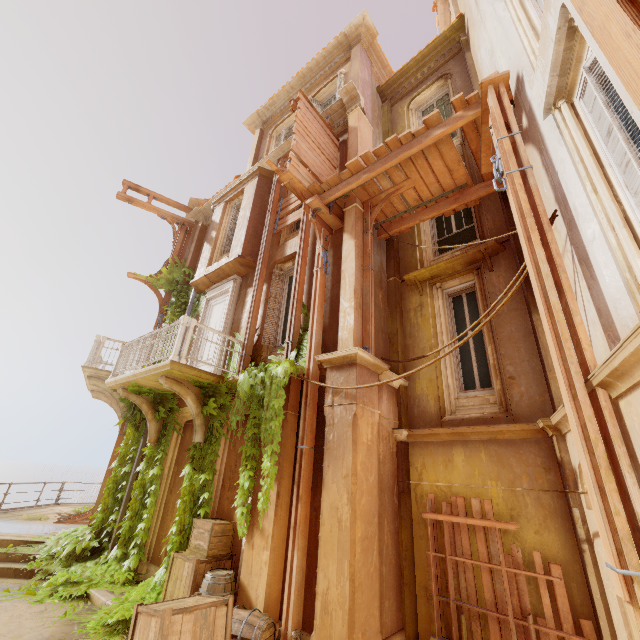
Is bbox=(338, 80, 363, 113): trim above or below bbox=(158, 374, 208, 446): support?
above

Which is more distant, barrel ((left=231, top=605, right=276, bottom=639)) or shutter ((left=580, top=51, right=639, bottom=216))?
barrel ((left=231, top=605, right=276, bottom=639))

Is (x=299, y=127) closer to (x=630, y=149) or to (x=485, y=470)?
(x=630, y=149)

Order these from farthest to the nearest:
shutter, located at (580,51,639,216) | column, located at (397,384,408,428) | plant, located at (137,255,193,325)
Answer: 1. plant, located at (137,255,193,325)
2. column, located at (397,384,408,428)
3. shutter, located at (580,51,639,216)

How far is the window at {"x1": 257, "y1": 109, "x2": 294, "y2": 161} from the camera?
13.2 meters

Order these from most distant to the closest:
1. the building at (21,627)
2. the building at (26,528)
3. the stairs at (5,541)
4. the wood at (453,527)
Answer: the building at (26,528)
the stairs at (5,541)
the building at (21,627)
the wood at (453,527)

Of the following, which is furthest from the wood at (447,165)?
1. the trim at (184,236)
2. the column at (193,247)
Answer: the trim at (184,236)

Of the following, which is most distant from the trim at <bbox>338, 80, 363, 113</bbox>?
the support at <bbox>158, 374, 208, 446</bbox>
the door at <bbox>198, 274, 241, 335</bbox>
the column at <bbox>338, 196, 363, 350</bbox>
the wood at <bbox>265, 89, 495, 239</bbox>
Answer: the support at <bbox>158, 374, 208, 446</bbox>
